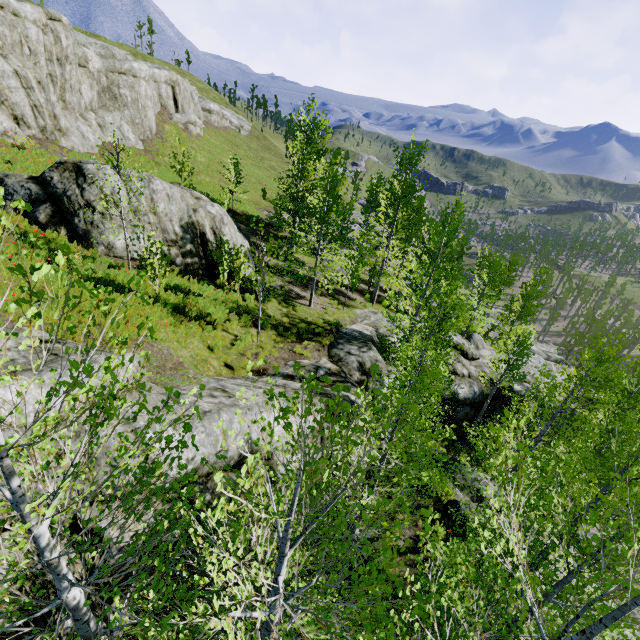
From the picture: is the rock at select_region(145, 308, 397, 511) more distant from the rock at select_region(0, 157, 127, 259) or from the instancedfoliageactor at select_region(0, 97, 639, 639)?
the rock at select_region(0, 157, 127, 259)

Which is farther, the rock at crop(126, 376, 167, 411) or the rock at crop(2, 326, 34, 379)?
the rock at crop(126, 376, 167, 411)

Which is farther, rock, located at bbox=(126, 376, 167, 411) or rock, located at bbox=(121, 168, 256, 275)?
rock, located at bbox=(121, 168, 256, 275)

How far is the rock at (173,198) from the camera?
13.60m

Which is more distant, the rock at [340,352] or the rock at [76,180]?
the rock at [76,180]

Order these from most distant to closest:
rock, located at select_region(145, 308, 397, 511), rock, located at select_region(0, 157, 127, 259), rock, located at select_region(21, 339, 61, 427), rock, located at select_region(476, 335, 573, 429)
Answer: rock, located at select_region(476, 335, 573, 429) < rock, located at select_region(0, 157, 127, 259) < rock, located at select_region(145, 308, 397, 511) < rock, located at select_region(21, 339, 61, 427)

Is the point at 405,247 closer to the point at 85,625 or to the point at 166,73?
A: the point at 166,73

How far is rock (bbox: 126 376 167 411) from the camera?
6.2 meters
